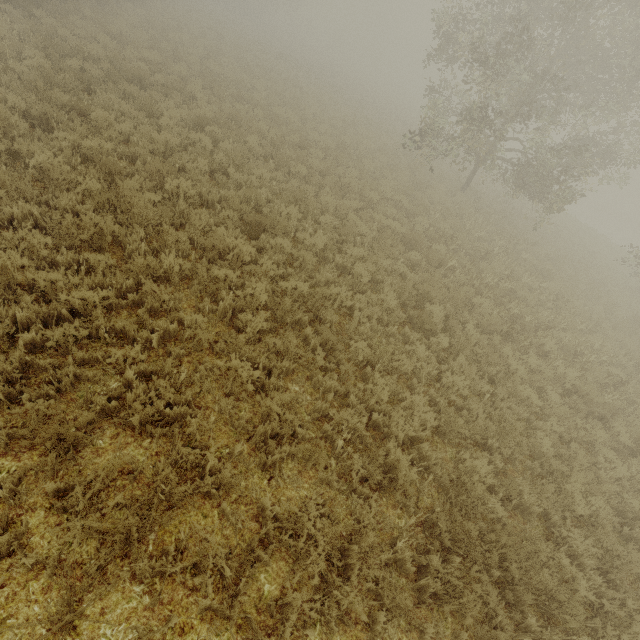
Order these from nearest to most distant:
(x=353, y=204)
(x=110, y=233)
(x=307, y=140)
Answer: (x=110, y=233) → (x=353, y=204) → (x=307, y=140)
